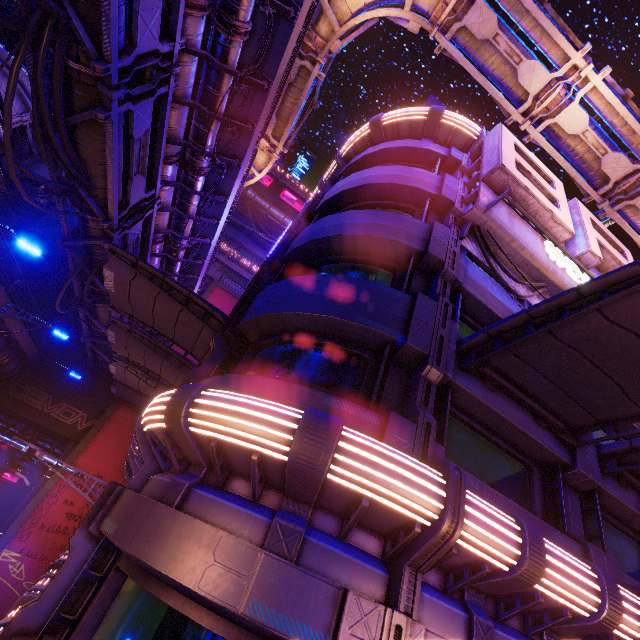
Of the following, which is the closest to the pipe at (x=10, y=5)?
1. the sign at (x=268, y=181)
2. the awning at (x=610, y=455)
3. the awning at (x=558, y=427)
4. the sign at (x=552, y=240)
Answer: the sign at (x=552, y=240)

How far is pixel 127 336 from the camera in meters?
13.9 m

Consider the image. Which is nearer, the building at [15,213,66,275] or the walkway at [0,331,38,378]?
the walkway at [0,331,38,378]

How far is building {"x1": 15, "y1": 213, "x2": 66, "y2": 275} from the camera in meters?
25.0 m

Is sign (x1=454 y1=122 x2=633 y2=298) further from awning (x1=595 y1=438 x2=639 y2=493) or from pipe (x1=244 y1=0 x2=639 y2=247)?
awning (x1=595 y1=438 x2=639 y2=493)

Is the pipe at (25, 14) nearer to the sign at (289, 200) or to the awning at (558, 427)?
the awning at (558, 427)

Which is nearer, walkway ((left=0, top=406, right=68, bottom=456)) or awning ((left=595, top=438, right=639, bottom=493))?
awning ((left=595, top=438, right=639, bottom=493))

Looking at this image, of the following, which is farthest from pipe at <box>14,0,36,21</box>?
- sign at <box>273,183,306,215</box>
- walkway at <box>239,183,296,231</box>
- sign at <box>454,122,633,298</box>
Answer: sign at <box>273,183,306,215</box>
